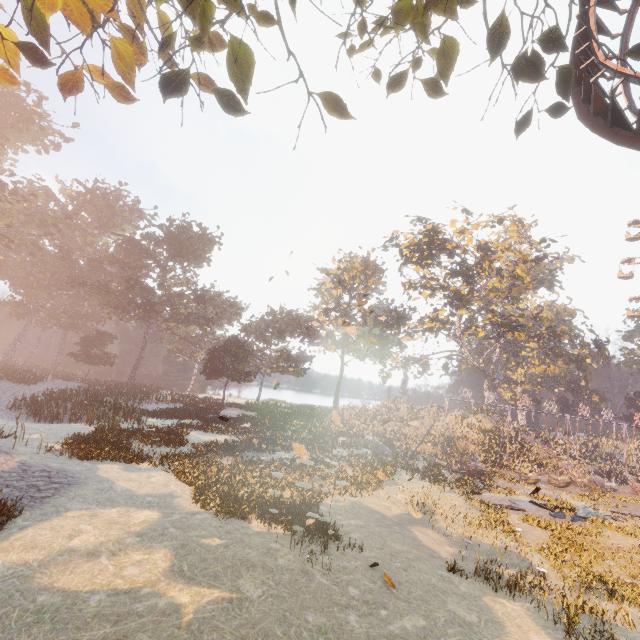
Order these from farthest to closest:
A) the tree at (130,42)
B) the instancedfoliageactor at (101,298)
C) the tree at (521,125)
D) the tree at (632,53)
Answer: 1. the instancedfoliageactor at (101,298)
2. the tree at (521,125)
3. the tree at (632,53)
4. the tree at (130,42)

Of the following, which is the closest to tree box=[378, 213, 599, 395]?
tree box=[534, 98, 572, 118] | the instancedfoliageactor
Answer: the instancedfoliageactor

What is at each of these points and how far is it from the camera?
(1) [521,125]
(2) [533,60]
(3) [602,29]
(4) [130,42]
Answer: (1) tree, 6.5m
(2) tree, 5.8m
(3) roller coaster, 11.0m
(4) tree, 6.1m

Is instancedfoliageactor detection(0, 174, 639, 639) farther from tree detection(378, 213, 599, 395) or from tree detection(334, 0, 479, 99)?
tree detection(378, 213, 599, 395)

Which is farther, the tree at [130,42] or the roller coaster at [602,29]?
the roller coaster at [602,29]

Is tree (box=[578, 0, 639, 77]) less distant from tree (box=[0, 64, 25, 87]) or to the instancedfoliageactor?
tree (box=[0, 64, 25, 87])

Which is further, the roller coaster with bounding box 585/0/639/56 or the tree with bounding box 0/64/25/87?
the roller coaster with bounding box 585/0/639/56

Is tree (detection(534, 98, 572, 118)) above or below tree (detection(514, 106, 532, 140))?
above
